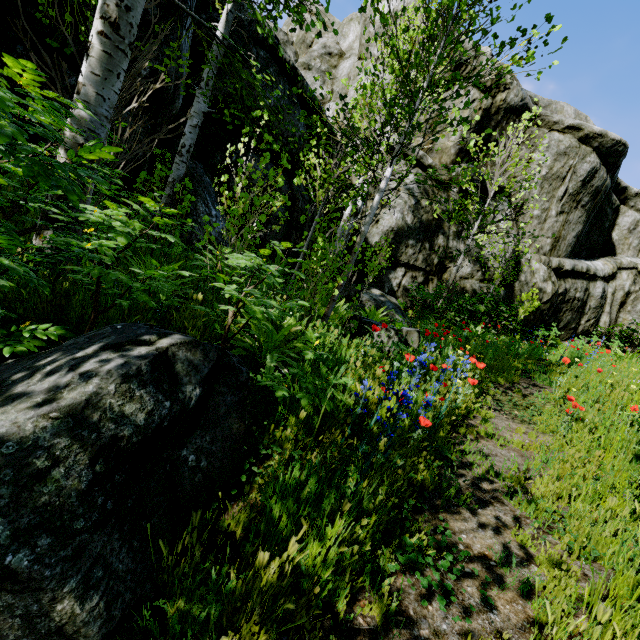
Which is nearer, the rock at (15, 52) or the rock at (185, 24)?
the rock at (15, 52)

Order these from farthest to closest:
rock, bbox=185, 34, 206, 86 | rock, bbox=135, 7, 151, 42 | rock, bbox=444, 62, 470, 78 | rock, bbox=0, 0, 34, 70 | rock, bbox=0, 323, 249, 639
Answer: rock, bbox=444, 62, 470, 78
rock, bbox=185, 34, 206, 86
rock, bbox=135, 7, 151, 42
rock, bbox=0, 0, 34, 70
rock, bbox=0, 323, 249, 639

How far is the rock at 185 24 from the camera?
4.8 meters

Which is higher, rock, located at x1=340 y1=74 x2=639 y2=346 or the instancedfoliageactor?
rock, located at x1=340 y1=74 x2=639 y2=346

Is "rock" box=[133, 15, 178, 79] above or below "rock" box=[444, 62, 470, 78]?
below

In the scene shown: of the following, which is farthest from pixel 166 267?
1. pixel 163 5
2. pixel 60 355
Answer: pixel 163 5

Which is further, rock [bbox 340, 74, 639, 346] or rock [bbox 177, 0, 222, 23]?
rock [bbox 340, 74, 639, 346]

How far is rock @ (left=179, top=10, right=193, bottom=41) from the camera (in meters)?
4.85
